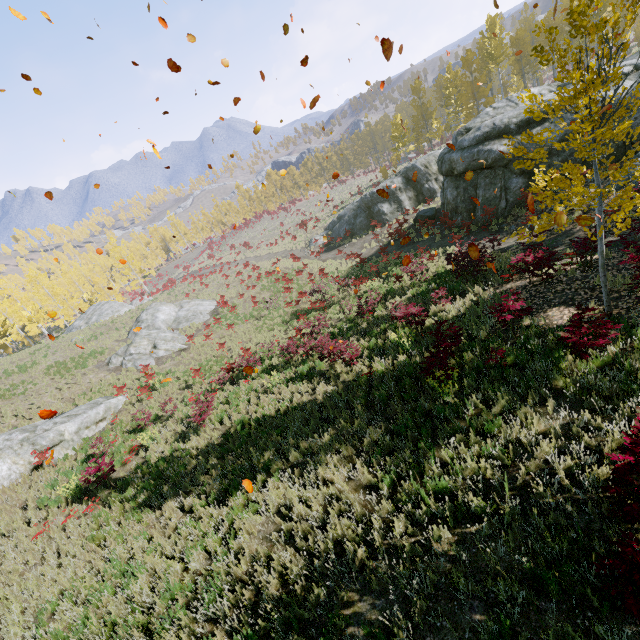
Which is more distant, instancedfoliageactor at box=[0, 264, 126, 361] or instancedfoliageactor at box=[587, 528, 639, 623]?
instancedfoliageactor at box=[0, 264, 126, 361]

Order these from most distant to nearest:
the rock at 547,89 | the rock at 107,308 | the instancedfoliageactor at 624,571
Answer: the rock at 107,308
the rock at 547,89
the instancedfoliageactor at 624,571

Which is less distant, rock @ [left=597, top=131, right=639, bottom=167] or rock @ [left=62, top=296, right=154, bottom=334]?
rock @ [left=597, top=131, right=639, bottom=167]

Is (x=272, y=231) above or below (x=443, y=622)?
below

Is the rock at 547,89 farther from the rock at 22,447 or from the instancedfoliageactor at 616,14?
the rock at 22,447

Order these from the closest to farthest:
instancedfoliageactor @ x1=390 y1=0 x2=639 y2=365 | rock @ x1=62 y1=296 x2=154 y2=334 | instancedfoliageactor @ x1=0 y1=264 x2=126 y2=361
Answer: instancedfoliageactor @ x1=390 y1=0 x2=639 y2=365 → instancedfoliageactor @ x1=0 y1=264 x2=126 y2=361 → rock @ x1=62 y1=296 x2=154 y2=334

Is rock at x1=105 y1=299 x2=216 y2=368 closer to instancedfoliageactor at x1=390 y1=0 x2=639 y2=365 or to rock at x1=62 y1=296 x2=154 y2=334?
rock at x1=62 y1=296 x2=154 y2=334

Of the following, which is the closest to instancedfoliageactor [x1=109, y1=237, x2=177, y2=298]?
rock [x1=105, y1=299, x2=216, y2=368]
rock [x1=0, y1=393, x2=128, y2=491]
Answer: rock [x1=0, y1=393, x2=128, y2=491]
